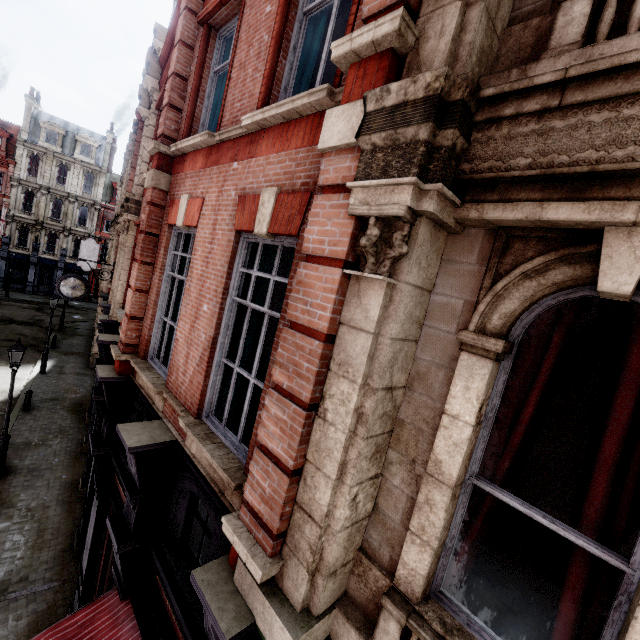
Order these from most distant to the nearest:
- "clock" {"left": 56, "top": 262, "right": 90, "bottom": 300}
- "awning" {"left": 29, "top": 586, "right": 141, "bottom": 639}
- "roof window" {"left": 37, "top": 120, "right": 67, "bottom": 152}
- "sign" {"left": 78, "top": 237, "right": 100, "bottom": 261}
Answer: "roof window" {"left": 37, "top": 120, "right": 67, "bottom": 152} → "sign" {"left": 78, "top": 237, "right": 100, "bottom": 261} → "clock" {"left": 56, "top": 262, "right": 90, "bottom": 300} → "awning" {"left": 29, "top": 586, "right": 141, "bottom": 639}

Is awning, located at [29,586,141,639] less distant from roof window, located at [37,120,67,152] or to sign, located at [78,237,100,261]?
sign, located at [78,237,100,261]

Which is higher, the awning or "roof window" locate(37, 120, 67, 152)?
"roof window" locate(37, 120, 67, 152)

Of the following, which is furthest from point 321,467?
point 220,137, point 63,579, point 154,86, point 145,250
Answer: point 154,86

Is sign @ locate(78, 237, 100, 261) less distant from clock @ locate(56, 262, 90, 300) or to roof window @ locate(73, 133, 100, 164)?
clock @ locate(56, 262, 90, 300)

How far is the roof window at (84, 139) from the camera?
37.8m

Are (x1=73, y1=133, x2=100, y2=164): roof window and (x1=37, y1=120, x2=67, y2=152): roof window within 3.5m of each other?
yes

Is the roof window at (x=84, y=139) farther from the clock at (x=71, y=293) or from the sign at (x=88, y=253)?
the clock at (x=71, y=293)
